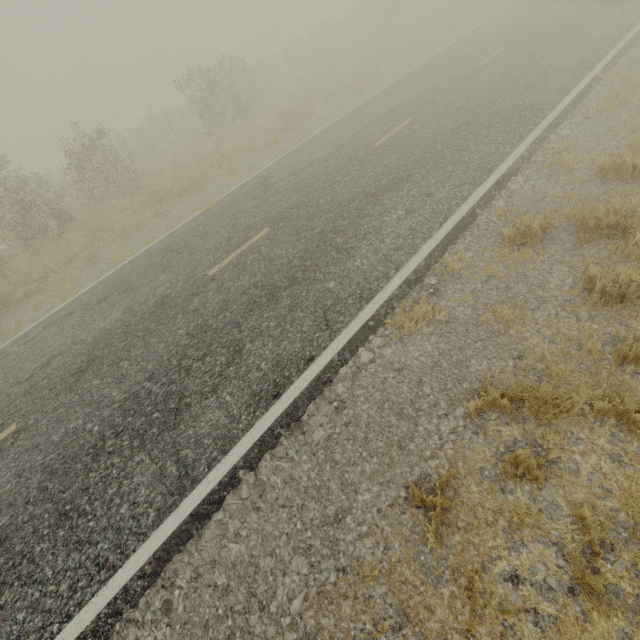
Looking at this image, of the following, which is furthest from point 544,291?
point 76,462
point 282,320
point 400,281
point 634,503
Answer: point 76,462
